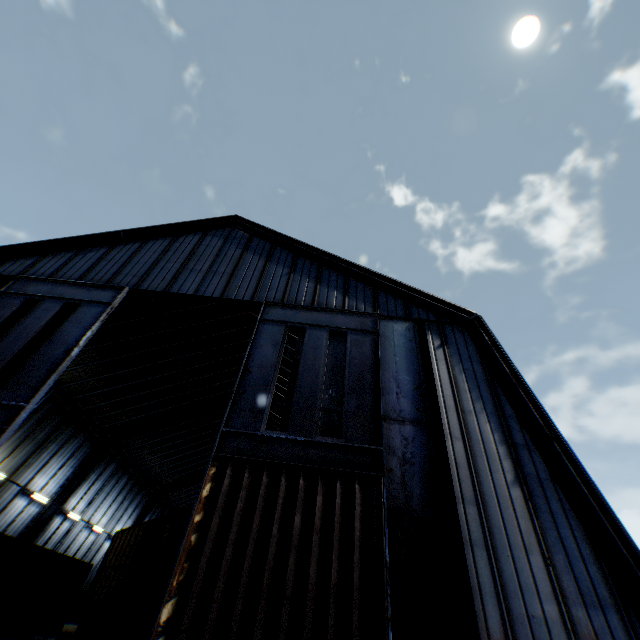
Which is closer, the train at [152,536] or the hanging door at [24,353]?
the hanging door at [24,353]

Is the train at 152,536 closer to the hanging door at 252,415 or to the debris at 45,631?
the debris at 45,631

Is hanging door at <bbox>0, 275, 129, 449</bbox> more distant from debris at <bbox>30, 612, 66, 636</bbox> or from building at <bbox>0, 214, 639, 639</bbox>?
debris at <bbox>30, 612, 66, 636</bbox>

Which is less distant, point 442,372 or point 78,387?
point 442,372

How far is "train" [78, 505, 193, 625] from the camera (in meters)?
11.27

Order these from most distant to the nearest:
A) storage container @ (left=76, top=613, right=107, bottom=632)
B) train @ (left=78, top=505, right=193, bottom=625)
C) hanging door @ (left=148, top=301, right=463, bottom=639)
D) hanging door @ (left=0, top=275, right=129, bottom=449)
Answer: storage container @ (left=76, top=613, right=107, bottom=632) → train @ (left=78, top=505, right=193, bottom=625) → hanging door @ (left=0, top=275, right=129, bottom=449) → hanging door @ (left=148, top=301, right=463, bottom=639)

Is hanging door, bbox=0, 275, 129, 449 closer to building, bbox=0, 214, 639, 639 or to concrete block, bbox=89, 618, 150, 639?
building, bbox=0, 214, 639, 639

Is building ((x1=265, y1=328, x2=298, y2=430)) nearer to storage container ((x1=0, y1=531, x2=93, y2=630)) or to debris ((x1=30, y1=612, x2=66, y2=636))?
storage container ((x1=0, y1=531, x2=93, y2=630))
